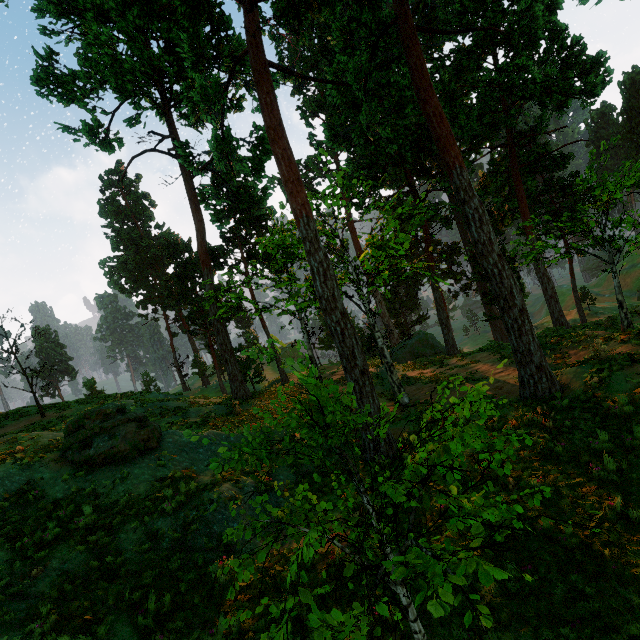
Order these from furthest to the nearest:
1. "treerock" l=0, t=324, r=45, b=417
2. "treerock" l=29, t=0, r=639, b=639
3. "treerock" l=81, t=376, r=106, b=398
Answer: "treerock" l=81, t=376, r=106, b=398 < "treerock" l=0, t=324, r=45, b=417 < "treerock" l=29, t=0, r=639, b=639

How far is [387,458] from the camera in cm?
1116

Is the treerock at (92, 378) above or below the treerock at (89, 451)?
above

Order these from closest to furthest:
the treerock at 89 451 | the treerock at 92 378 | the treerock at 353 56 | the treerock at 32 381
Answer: the treerock at 353 56 → the treerock at 89 451 → the treerock at 32 381 → the treerock at 92 378

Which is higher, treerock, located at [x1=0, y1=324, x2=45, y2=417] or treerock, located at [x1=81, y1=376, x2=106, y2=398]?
treerock, located at [x1=0, y1=324, x2=45, y2=417]

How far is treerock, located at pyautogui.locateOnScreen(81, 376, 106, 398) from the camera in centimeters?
2261cm
